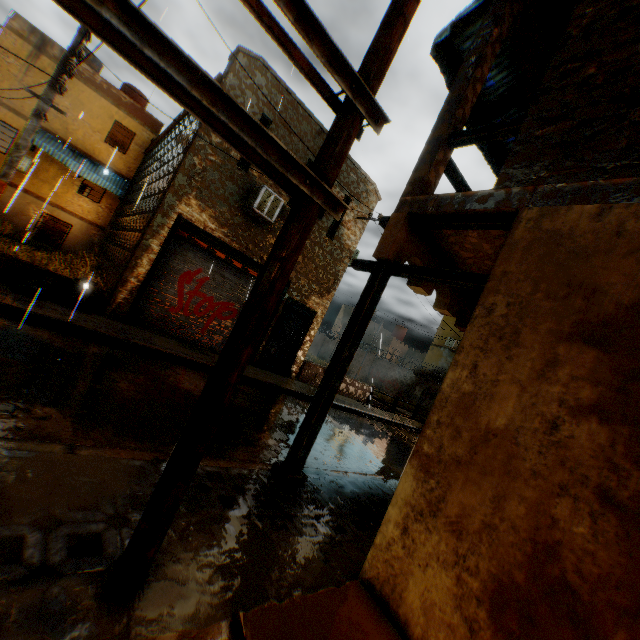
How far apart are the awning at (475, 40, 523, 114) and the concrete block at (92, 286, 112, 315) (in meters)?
2.63

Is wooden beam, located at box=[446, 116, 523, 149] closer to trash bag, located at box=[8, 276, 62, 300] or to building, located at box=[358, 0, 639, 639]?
building, located at box=[358, 0, 639, 639]

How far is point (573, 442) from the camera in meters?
2.3 m

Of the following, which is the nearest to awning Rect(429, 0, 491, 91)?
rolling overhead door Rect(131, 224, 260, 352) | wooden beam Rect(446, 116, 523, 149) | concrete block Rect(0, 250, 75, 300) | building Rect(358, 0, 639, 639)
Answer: building Rect(358, 0, 639, 639)

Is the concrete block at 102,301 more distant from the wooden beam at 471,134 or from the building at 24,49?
the wooden beam at 471,134

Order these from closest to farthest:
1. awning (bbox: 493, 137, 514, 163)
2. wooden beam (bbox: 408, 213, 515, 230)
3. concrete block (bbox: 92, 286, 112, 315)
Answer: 1. wooden beam (bbox: 408, 213, 515, 230)
2. awning (bbox: 493, 137, 514, 163)
3. concrete block (bbox: 92, 286, 112, 315)

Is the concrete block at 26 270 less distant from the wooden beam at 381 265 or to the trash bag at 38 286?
the trash bag at 38 286
